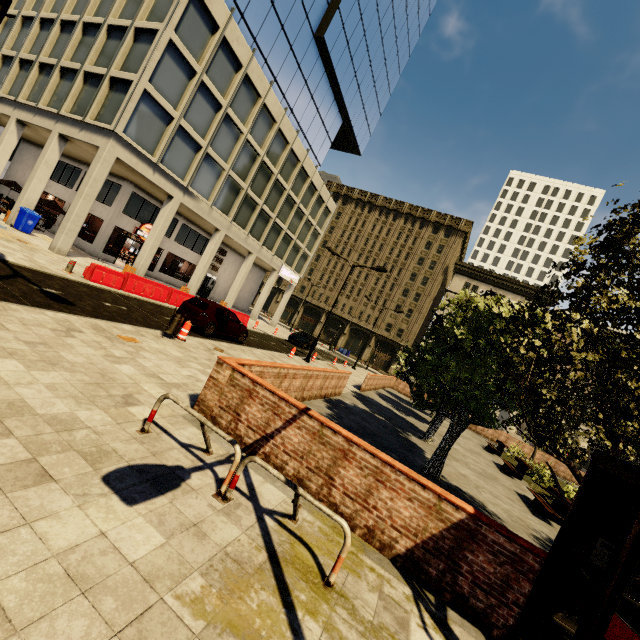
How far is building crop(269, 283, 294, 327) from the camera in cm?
3925

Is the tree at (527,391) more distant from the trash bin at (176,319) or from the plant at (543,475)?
the trash bin at (176,319)

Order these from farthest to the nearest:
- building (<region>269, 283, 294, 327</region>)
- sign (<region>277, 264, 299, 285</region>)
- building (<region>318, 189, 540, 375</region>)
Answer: building (<region>318, 189, 540, 375</region>) → building (<region>269, 283, 294, 327</region>) → sign (<region>277, 264, 299, 285</region>)

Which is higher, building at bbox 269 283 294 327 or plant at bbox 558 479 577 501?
building at bbox 269 283 294 327

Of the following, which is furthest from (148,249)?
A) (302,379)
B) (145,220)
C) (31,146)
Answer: (31,146)

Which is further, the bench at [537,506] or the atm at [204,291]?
the atm at [204,291]

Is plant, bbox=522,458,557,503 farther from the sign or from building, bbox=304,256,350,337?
the sign

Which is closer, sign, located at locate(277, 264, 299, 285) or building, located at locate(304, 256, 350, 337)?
sign, located at locate(277, 264, 299, 285)
